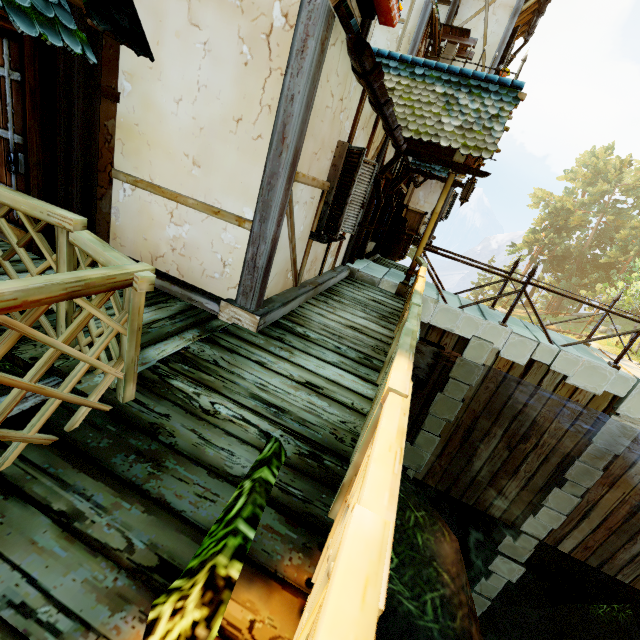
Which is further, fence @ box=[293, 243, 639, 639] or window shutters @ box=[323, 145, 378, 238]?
window shutters @ box=[323, 145, 378, 238]

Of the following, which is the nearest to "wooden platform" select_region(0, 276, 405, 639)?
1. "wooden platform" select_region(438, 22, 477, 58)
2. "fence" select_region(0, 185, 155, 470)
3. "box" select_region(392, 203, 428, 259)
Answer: "fence" select_region(0, 185, 155, 470)

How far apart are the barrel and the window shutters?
3.74m

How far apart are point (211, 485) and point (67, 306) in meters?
1.7

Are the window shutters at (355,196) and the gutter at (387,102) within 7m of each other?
yes

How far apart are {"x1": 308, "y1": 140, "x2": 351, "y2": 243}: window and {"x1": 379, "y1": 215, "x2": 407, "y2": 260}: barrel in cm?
386

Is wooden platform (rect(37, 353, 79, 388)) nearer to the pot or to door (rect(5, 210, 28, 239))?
door (rect(5, 210, 28, 239))

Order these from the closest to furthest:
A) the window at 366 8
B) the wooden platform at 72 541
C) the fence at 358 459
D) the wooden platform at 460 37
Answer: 1. the fence at 358 459
2. the wooden platform at 72 541
3. the window at 366 8
4. the wooden platform at 460 37
